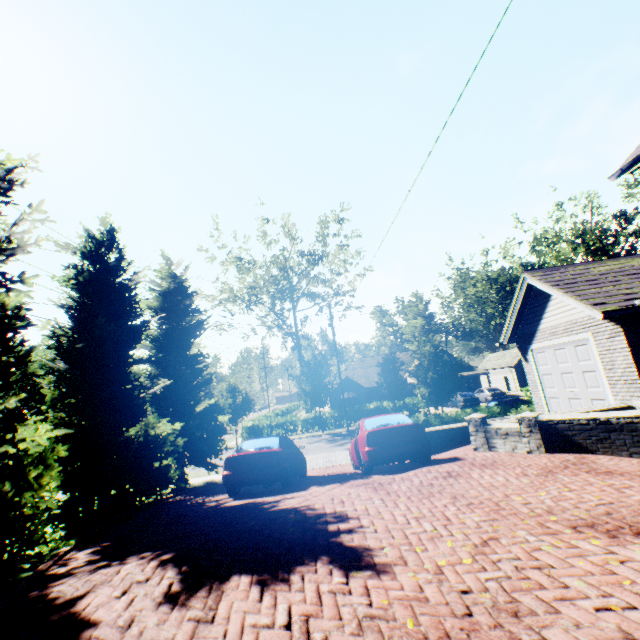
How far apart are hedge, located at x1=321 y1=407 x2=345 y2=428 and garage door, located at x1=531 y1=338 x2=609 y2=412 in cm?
2127

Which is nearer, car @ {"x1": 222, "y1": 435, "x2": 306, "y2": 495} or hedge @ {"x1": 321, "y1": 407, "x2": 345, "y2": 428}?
car @ {"x1": 222, "y1": 435, "x2": 306, "y2": 495}

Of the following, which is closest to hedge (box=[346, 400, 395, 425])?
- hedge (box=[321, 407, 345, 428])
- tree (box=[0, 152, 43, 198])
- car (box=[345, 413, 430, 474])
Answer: hedge (box=[321, 407, 345, 428])

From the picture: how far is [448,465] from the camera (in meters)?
7.77

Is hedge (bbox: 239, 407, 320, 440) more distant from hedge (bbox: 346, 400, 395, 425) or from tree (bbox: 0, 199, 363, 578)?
hedge (bbox: 346, 400, 395, 425)

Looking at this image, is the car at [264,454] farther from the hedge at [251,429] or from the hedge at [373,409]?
the hedge at [251,429]

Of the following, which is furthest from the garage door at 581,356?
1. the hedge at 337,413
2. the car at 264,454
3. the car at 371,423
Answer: the hedge at 337,413

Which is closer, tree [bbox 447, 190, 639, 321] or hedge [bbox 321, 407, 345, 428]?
tree [bbox 447, 190, 639, 321]
